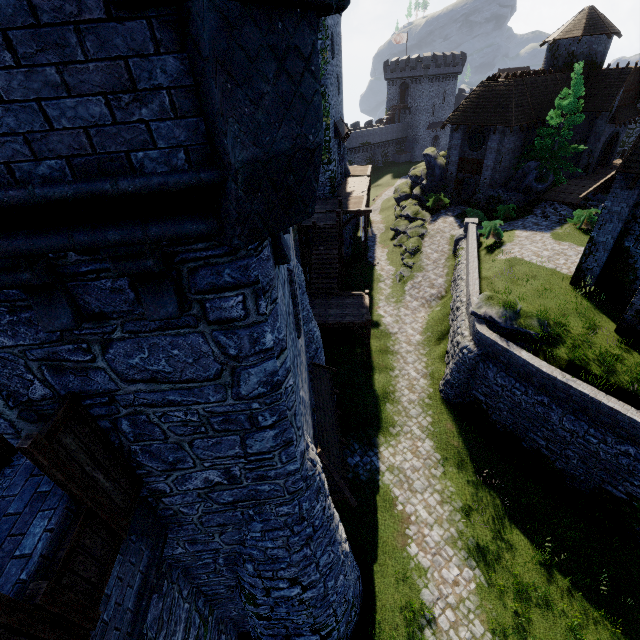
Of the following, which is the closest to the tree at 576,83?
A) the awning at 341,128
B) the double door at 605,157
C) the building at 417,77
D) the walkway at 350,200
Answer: the double door at 605,157

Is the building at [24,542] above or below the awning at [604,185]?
above

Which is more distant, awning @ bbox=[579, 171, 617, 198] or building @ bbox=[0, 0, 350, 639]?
awning @ bbox=[579, 171, 617, 198]

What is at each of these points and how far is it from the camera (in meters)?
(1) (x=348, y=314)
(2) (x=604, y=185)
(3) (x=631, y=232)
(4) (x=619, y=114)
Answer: (1) stairs, 19.48
(2) awning, 15.12
(3) building, 14.84
(4) awning, 31.19

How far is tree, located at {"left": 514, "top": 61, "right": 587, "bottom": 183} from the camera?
25.77m

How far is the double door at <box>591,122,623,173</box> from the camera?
32.72m

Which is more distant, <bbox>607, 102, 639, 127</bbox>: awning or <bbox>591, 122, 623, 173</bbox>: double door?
<bbox>591, 122, 623, 173</bbox>: double door

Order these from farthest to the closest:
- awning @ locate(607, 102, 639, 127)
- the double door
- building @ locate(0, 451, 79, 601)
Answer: the double door
awning @ locate(607, 102, 639, 127)
building @ locate(0, 451, 79, 601)
